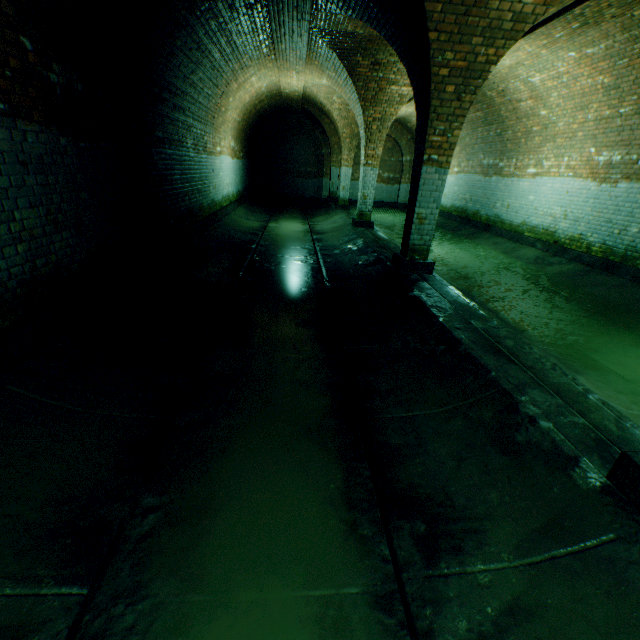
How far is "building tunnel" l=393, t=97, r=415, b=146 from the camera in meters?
13.1 m

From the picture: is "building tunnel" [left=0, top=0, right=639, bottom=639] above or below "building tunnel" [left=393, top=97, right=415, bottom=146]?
below

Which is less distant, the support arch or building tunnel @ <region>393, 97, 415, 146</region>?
the support arch

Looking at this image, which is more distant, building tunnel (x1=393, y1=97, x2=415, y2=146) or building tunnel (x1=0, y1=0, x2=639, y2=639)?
building tunnel (x1=393, y1=97, x2=415, y2=146)

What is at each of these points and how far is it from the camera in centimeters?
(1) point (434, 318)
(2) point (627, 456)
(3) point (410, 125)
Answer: (1) building tunnel, 421cm
(2) support arch, 191cm
(3) building tunnel, 1689cm

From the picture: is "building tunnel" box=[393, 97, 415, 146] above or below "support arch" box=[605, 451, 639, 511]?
above

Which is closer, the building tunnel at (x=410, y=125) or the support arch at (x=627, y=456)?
the support arch at (x=627, y=456)

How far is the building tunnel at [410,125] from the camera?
13.1m
